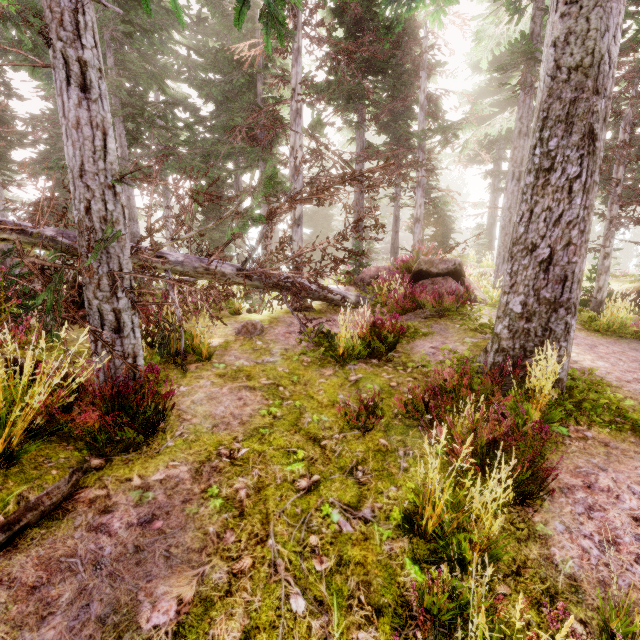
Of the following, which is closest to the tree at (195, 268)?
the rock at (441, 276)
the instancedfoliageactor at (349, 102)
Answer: the instancedfoliageactor at (349, 102)

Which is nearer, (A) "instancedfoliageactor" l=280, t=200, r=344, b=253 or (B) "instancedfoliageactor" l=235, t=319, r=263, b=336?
(B) "instancedfoliageactor" l=235, t=319, r=263, b=336

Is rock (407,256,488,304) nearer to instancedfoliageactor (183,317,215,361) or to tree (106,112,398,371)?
instancedfoliageactor (183,317,215,361)

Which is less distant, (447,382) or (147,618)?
(147,618)

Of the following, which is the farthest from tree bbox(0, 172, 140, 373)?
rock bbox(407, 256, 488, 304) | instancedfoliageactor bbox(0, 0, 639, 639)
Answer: rock bbox(407, 256, 488, 304)

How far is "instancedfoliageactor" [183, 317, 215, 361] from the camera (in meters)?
5.90

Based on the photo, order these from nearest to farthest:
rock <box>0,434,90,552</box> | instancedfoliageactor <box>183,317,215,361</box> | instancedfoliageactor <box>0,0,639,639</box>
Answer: rock <box>0,434,90,552</box> < instancedfoliageactor <box>0,0,639,639</box> < instancedfoliageactor <box>183,317,215,361</box>
